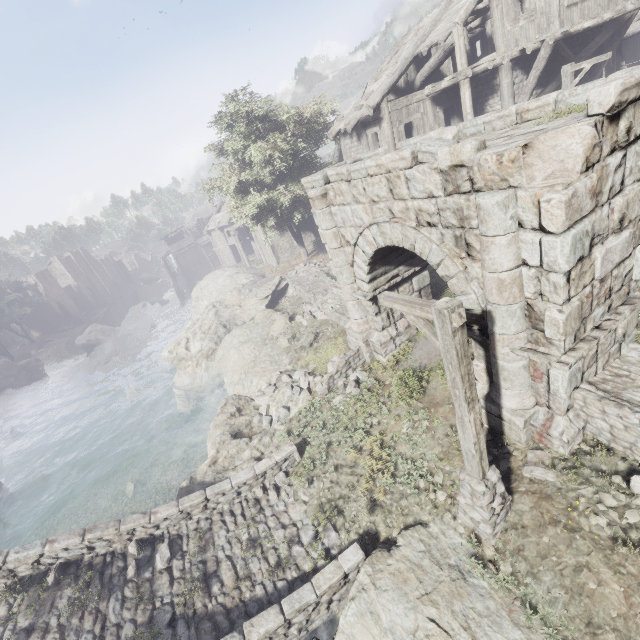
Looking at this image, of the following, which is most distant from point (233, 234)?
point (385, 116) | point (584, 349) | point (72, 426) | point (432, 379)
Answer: point (584, 349)

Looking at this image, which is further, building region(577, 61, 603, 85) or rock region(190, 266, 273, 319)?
rock region(190, 266, 273, 319)

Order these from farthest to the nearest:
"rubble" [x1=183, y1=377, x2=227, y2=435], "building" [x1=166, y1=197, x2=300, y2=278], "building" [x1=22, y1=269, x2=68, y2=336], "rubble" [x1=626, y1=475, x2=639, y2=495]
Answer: "building" [x1=22, y1=269, x2=68, y2=336]
"building" [x1=166, y1=197, x2=300, y2=278]
"rubble" [x1=183, y1=377, x2=227, y2=435]
"rubble" [x1=626, y1=475, x2=639, y2=495]

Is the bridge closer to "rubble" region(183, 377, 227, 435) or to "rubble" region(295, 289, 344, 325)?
"rubble" region(295, 289, 344, 325)

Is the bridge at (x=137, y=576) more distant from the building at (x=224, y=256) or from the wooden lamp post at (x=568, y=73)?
the wooden lamp post at (x=568, y=73)

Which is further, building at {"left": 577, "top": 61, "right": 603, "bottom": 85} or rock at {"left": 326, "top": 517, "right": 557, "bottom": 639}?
building at {"left": 577, "top": 61, "right": 603, "bottom": 85}

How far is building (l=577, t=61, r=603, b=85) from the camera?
14.9 meters

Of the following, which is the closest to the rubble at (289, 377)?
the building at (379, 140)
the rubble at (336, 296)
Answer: the rubble at (336, 296)
